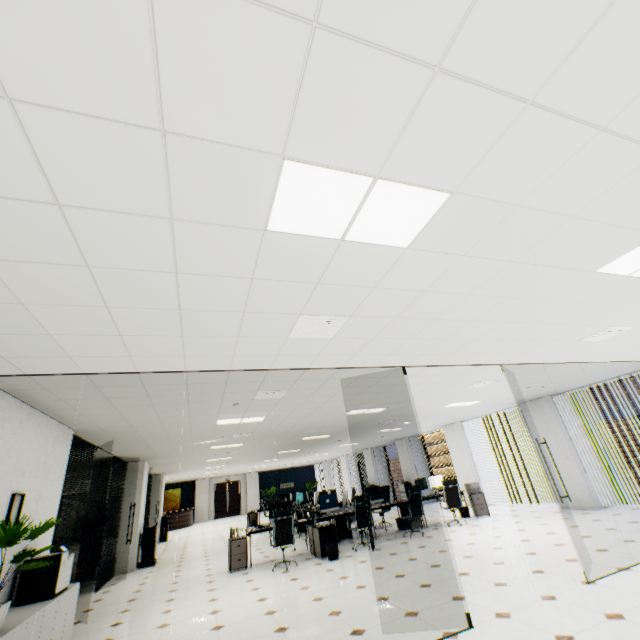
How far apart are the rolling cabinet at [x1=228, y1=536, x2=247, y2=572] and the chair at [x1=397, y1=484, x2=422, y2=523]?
4.06m

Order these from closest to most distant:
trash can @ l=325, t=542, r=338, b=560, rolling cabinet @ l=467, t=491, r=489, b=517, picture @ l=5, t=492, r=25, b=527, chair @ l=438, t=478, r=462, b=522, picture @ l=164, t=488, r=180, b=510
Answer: picture @ l=5, t=492, r=25, b=527
trash can @ l=325, t=542, r=338, b=560
chair @ l=438, t=478, r=462, b=522
rolling cabinet @ l=467, t=491, r=489, b=517
picture @ l=164, t=488, r=180, b=510

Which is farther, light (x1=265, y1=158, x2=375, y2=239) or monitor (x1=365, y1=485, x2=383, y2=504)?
monitor (x1=365, y1=485, x2=383, y2=504)

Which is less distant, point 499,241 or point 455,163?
point 455,163

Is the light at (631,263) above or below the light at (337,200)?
above

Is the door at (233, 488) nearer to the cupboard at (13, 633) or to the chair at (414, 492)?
the chair at (414, 492)

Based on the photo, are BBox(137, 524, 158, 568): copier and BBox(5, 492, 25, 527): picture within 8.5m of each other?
yes

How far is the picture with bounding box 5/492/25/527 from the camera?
3.7 meters
